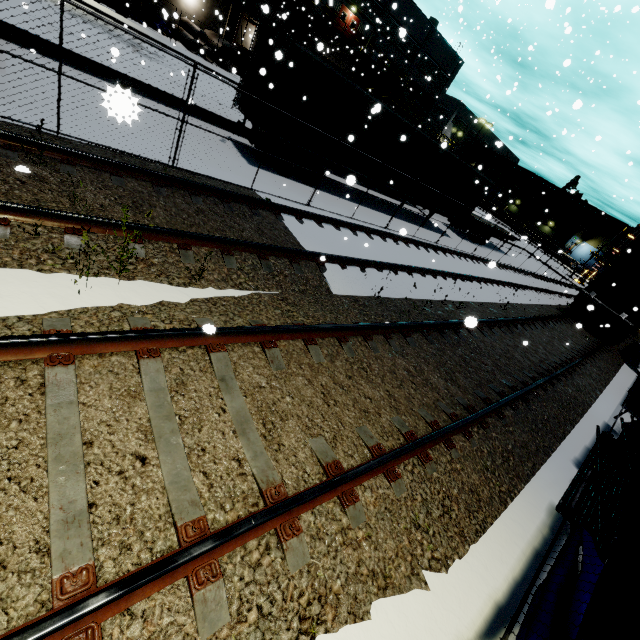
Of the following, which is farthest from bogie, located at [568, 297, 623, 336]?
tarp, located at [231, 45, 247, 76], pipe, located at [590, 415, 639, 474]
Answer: tarp, located at [231, 45, 247, 76]

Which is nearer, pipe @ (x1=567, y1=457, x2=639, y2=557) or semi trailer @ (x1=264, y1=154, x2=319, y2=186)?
pipe @ (x1=567, y1=457, x2=639, y2=557)

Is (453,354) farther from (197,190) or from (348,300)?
(197,190)

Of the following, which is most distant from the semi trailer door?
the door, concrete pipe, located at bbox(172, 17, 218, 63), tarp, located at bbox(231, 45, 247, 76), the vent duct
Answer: the door

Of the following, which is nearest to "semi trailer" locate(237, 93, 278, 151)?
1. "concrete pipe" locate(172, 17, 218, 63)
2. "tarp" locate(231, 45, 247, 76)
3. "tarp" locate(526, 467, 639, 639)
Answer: "tarp" locate(231, 45, 247, 76)

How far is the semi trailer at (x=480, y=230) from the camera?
24.1m

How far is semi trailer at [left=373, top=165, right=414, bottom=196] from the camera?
15.1 meters

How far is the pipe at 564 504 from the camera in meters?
5.0
